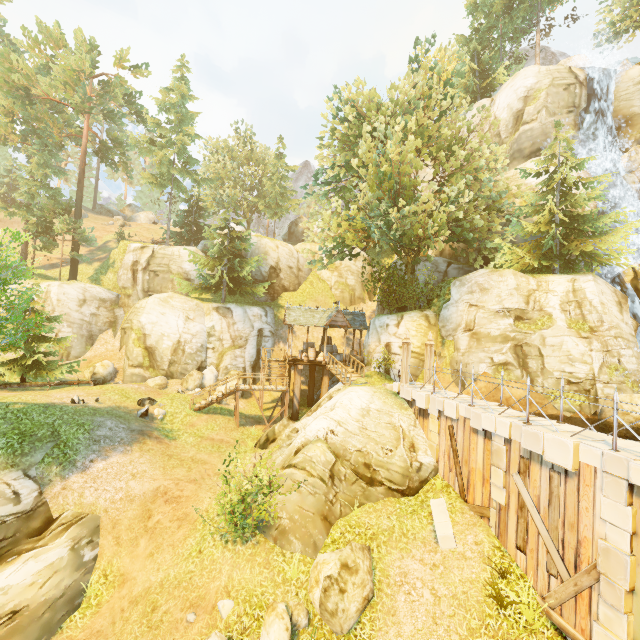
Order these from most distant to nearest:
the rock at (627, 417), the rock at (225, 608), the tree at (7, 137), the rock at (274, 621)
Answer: the tree at (7, 137), the rock at (627, 417), the rock at (225, 608), the rock at (274, 621)

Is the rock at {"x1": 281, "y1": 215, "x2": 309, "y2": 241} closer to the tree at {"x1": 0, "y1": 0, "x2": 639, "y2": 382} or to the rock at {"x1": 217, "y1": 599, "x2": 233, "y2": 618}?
the tree at {"x1": 0, "y1": 0, "x2": 639, "y2": 382}

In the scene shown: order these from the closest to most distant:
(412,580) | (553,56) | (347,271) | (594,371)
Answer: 1. (412,580)
2. (594,371)
3. (347,271)
4. (553,56)

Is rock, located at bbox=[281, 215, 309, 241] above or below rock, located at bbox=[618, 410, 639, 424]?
above

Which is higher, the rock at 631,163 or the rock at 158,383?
the rock at 631,163

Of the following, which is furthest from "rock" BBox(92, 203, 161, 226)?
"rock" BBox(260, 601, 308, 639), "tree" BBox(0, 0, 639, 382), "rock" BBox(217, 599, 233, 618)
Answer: "rock" BBox(260, 601, 308, 639)

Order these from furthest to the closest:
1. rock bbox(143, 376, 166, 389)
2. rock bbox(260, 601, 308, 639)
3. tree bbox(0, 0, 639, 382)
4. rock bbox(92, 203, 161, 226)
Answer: rock bbox(92, 203, 161, 226) < rock bbox(143, 376, 166, 389) < tree bbox(0, 0, 639, 382) < rock bbox(260, 601, 308, 639)

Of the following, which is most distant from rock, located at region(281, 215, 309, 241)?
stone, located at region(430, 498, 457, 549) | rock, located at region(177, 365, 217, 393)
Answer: stone, located at region(430, 498, 457, 549)
